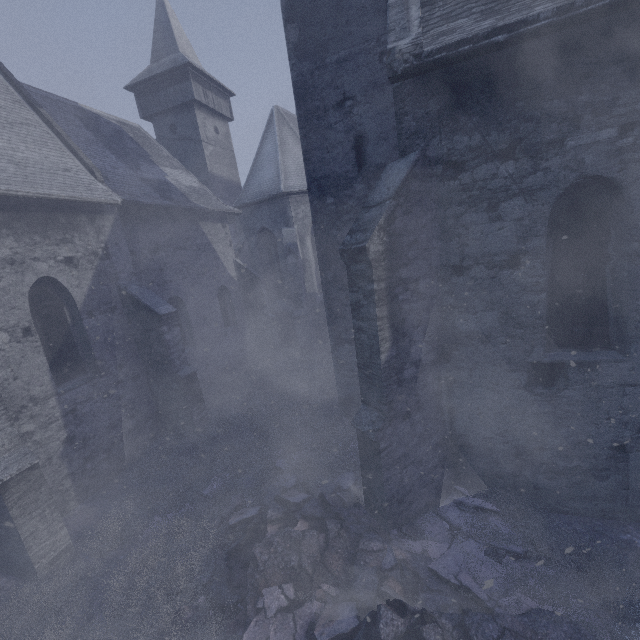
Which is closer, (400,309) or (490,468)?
(400,309)

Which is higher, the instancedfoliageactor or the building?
the building

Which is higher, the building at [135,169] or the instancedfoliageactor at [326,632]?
the building at [135,169]
